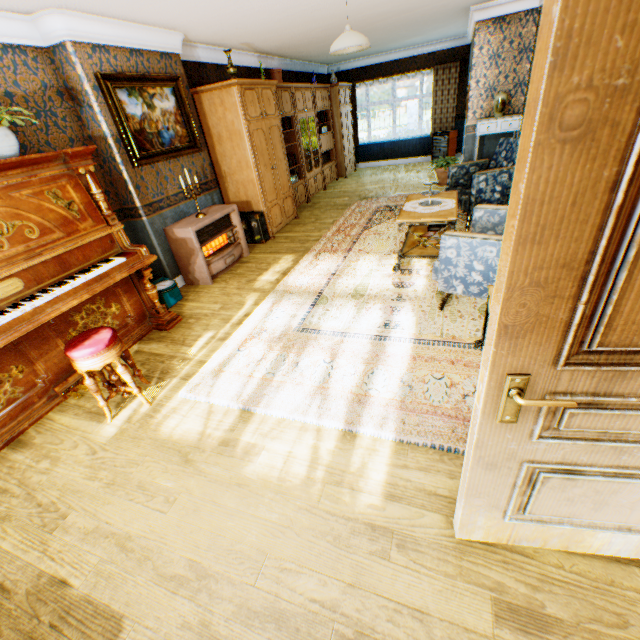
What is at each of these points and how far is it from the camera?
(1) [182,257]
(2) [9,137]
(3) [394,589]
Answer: (1) heater, 4.82m
(2) flower pot, 2.72m
(3) building, 1.57m

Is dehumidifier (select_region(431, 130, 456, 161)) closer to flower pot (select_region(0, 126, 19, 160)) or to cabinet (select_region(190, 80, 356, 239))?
cabinet (select_region(190, 80, 356, 239))

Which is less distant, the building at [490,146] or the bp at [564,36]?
the bp at [564,36]

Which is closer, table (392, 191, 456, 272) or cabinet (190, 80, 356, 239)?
table (392, 191, 456, 272)

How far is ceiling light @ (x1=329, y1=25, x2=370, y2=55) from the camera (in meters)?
3.59

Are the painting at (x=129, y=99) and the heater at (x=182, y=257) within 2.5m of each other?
yes

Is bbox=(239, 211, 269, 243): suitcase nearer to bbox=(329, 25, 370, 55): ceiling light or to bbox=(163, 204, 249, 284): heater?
bbox=(163, 204, 249, 284): heater

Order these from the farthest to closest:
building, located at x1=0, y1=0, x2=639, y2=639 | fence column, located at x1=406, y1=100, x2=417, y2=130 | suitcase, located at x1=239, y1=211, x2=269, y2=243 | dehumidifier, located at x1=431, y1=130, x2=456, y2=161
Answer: fence column, located at x1=406, y1=100, x2=417, y2=130
dehumidifier, located at x1=431, y1=130, x2=456, y2=161
suitcase, located at x1=239, y1=211, x2=269, y2=243
building, located at x1=0, y1=0, x2=639, y2=639
